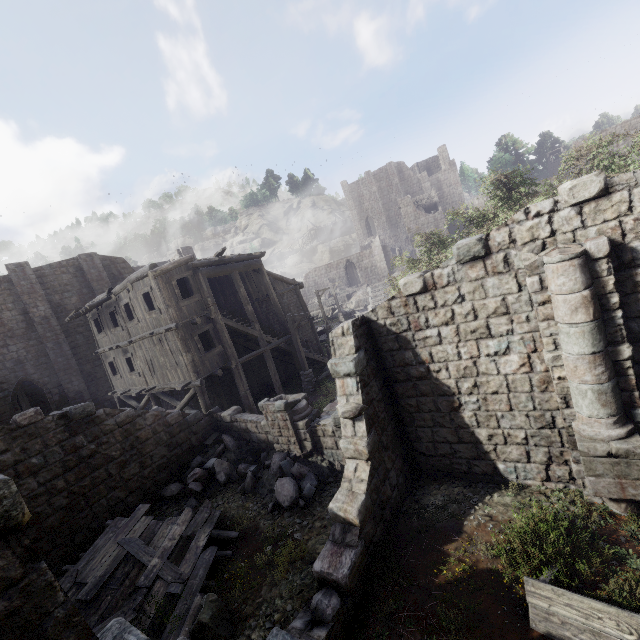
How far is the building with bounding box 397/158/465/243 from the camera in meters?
51.9 m

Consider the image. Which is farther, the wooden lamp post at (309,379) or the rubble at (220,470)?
the wooden lamp post at (309,379)

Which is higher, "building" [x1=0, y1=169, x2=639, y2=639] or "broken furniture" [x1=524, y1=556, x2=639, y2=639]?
"building" [x1=0, y1=169, x2=639, y2=639]

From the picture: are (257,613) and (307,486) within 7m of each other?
yes

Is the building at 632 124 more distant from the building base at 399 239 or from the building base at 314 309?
the building base at 399 239

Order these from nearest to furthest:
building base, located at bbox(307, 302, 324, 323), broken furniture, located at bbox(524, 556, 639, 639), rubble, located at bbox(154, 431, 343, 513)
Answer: broken furniture, located at bbox(524, 556, 639, 639) → rubble, located at bbox(154, 431, 343, 513) → building base, located at bbox(307, 302, 324, 323)

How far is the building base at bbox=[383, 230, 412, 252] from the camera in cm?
5891

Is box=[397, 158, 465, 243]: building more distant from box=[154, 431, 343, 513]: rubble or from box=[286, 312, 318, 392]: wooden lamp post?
box=[154, 431, 343, 513]: rubble
